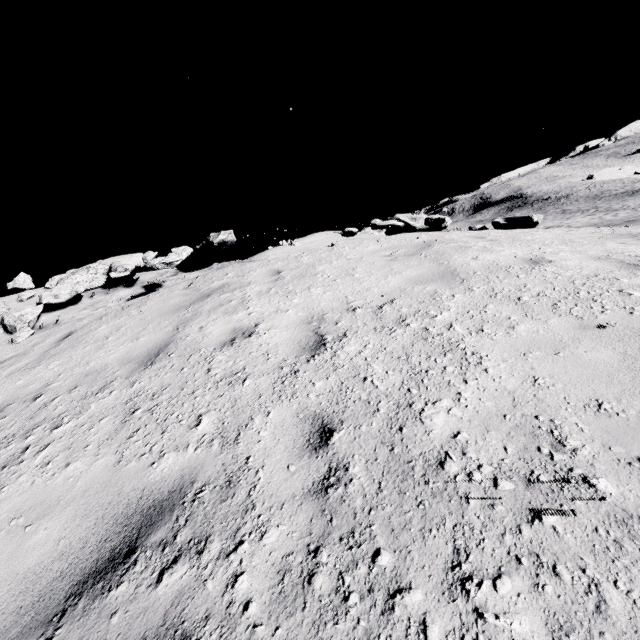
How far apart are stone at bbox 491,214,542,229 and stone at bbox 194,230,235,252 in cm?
649

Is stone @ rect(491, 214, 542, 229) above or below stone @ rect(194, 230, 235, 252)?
below

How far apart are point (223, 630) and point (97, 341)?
5.0m

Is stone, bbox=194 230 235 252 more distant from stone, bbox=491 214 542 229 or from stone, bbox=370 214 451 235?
stone, bbox=491 214 542 229

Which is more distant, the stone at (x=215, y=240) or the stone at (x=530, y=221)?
the stone at (x=215, y=240)

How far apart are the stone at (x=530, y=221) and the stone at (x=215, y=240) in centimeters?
649cm

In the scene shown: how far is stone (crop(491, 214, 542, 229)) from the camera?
7.70m

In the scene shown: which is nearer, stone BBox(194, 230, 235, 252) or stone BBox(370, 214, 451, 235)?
stone BBox(370, 214, 451, 235)
